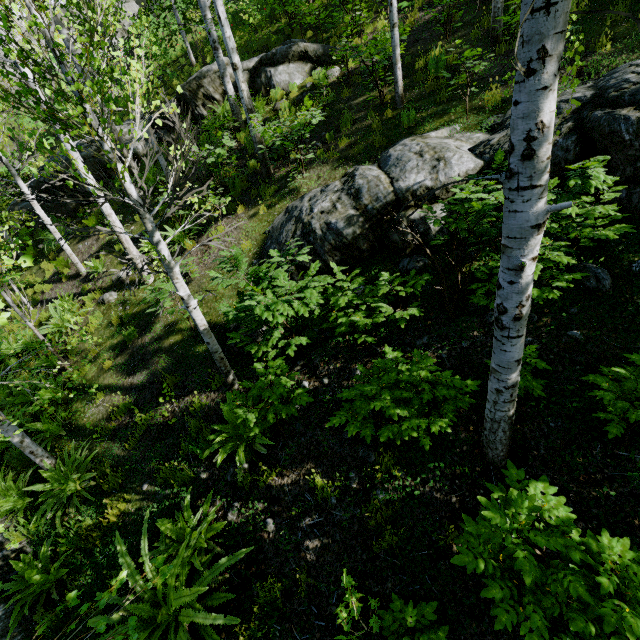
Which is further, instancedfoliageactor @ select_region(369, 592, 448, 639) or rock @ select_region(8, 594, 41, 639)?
rock @ select_region(8, 594, 41, 639)

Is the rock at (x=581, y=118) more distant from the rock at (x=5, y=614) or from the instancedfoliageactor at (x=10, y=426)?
the rock at (x=5, y=614)

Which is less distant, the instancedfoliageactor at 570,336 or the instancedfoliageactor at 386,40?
the instancedfoliageactor at 570,336

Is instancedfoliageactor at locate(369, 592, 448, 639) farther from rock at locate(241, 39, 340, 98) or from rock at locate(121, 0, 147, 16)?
rock at locate(121, 0, 147, 16)

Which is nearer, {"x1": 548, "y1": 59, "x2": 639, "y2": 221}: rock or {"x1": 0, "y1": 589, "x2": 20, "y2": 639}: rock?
{"x1": 548, "y1": 59, "x2": 639, "y2": 221}: rock

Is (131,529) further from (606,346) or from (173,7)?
(173,7)

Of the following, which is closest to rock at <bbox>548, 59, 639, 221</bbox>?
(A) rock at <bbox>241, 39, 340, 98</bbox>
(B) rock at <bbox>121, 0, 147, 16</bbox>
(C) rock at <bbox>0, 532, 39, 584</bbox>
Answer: (A) rock at <bbox>241, 39, 340, 98</bbox>

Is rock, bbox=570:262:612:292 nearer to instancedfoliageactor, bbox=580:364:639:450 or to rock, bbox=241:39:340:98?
instancedfoliageactor, bbox=580:364:639:450
